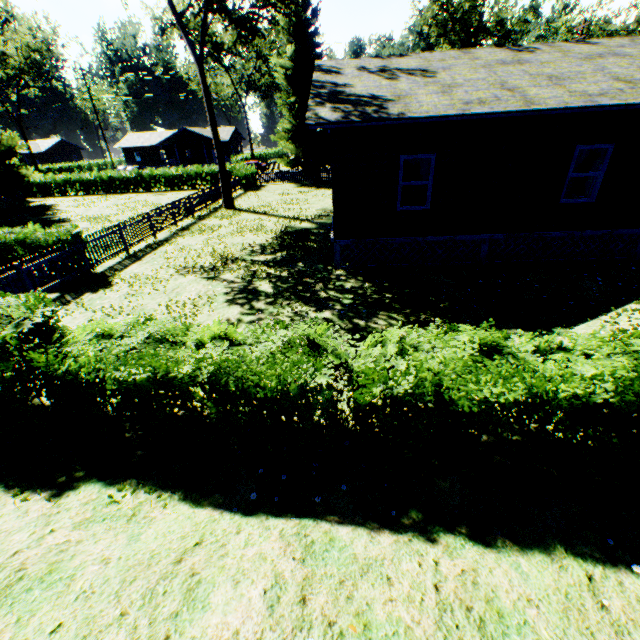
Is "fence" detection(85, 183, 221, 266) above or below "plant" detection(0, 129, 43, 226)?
below

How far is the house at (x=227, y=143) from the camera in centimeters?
5760cm

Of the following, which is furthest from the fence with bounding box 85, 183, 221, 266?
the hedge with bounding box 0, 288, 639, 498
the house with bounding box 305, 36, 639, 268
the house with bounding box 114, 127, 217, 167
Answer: the house with bounding box 114, 127, 217, 167

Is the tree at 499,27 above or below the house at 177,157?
above

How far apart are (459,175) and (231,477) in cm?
1012

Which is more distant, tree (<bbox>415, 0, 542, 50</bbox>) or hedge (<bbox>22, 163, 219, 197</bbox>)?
tree (<bbox>415, 0, 542, 50</bbox>)

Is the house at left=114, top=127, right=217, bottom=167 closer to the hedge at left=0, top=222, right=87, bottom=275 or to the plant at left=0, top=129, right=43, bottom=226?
the hedge at left=0, top=222, right=87, bottom=275

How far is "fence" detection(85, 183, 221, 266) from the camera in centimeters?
1282cm
